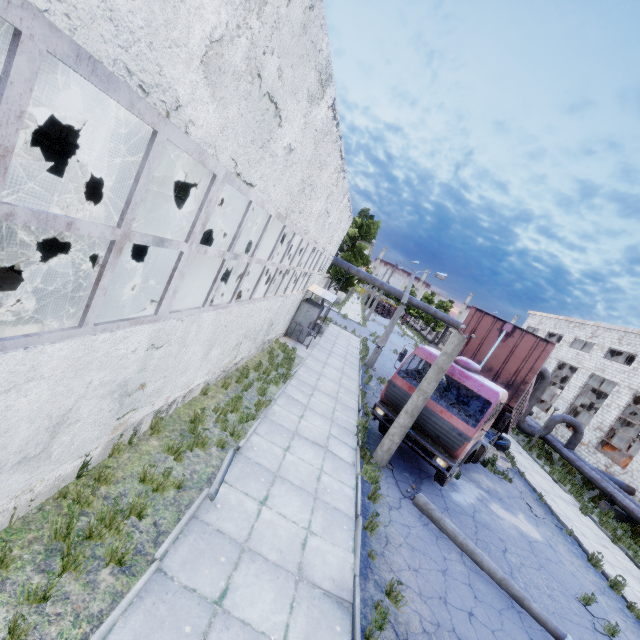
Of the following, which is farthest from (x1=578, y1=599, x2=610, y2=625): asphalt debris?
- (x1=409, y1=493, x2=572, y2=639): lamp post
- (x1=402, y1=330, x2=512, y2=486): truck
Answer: (x1=402, y1=330, x2=512, y2=486): truck

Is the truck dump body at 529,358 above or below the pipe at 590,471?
above

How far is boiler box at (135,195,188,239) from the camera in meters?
15.4 m

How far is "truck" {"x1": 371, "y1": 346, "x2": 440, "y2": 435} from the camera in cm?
1017

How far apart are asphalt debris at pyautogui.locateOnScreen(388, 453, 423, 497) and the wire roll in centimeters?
890cm

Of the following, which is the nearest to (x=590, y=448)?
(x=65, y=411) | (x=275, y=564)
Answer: (x=275, y=564)

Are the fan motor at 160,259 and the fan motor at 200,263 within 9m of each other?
yes

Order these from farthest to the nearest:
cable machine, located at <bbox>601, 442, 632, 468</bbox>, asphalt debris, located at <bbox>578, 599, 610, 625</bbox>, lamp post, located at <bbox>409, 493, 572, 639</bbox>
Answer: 1. cable machine, located at <bbox>601, 442, 632, 468</bbox>
2. asphalt debris, located at <bbox>578, 599, 610, 625</bbox>
3. lamp post, located at <bbox>409, 493, 572, 639</bbox>
